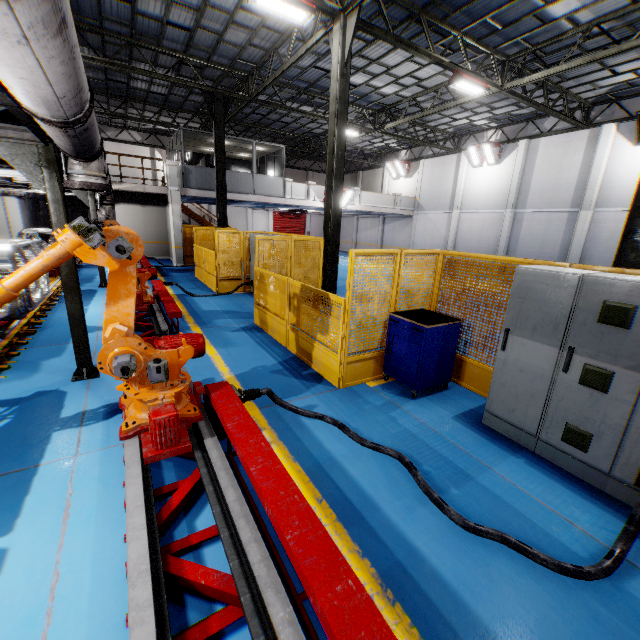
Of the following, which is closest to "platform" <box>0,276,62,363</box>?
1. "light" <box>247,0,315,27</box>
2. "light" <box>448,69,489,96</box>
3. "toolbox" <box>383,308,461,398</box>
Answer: "toolbox" <box>383,308,461,398</box>

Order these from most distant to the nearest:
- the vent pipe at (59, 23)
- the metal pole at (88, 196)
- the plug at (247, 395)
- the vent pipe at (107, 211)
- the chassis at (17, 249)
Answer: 1. the vent pipe at (107, 211)
2. the metal pole at (88, 196)
3. the chassis at (17, 249)
4. the plug at (247, 395)
5. the vent pipe at (59, 23)

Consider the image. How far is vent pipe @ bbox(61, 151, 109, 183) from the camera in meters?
4.4 m

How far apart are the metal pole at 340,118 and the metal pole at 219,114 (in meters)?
6.72

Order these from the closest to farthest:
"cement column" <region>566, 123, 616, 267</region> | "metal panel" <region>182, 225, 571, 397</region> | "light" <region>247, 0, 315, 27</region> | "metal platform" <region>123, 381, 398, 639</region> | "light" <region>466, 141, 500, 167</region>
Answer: "metal platform" <region>123, 381, 398, 639</region>, "metal panel" <region>182, 225, 571, 397</region>, "light" <region>247, 0, 315, 27</region>, "cement column" <region>566, 123, 616, 267</region>, "light" <region>466, 141, 500, 167</region>

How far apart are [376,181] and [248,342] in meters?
27.8

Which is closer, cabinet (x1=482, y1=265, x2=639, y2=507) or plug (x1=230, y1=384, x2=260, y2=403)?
cabinet (x1=482, y1=265, x2=639, y2=507)

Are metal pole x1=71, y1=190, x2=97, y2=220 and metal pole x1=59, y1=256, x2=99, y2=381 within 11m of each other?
yes
